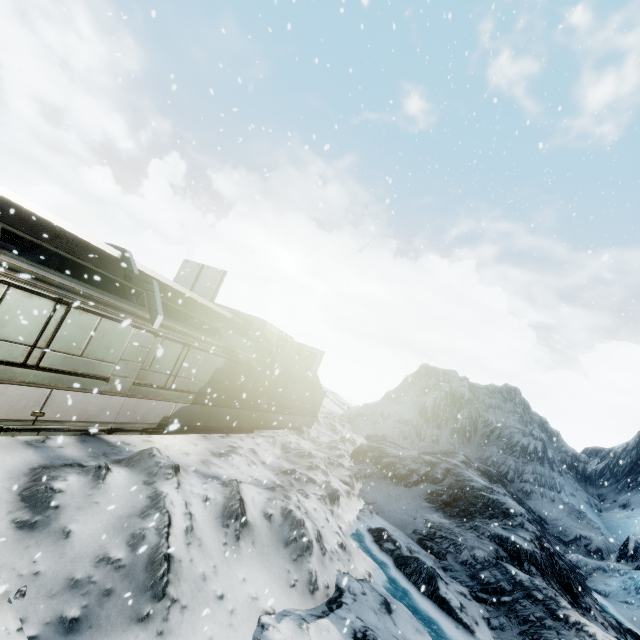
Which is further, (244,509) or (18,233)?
(244,509)
